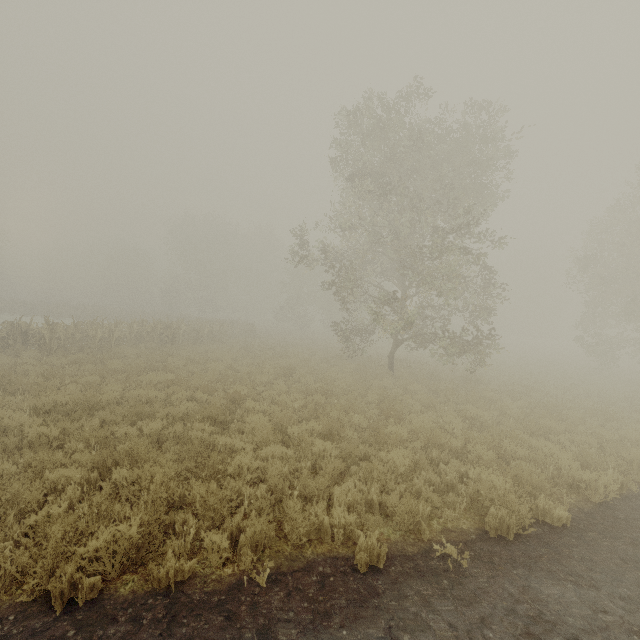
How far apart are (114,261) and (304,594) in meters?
63.4 m
